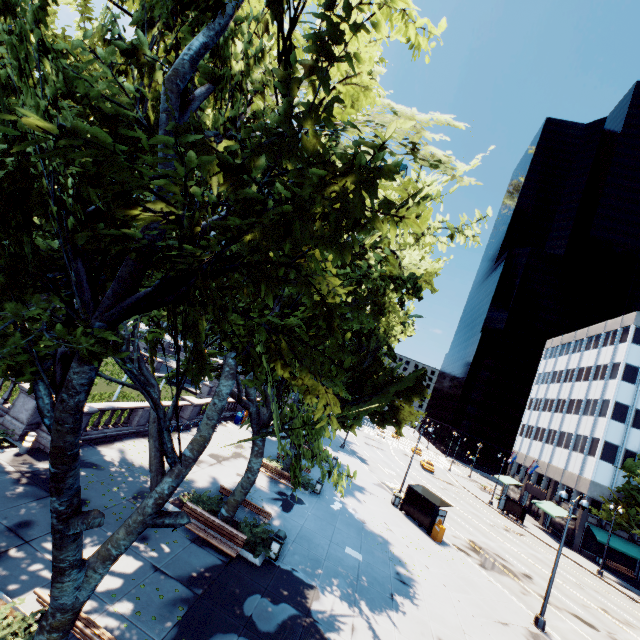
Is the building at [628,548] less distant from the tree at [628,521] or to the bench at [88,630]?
the tree at [628,521]

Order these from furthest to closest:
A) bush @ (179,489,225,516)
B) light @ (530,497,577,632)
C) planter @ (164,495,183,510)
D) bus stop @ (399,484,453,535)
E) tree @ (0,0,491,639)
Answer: bus stop @ (399,484,453,535)
light @ (530,497,577,632)
bush @ (179,489,225,516)
planter @ (164,495,183,510)
tree @ (0,0,491,639)

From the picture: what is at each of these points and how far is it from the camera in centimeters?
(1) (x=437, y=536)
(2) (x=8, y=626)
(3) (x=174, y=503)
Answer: (1) box, 2342cm
(2) bush, 684cm
(3) planter, 1427cm

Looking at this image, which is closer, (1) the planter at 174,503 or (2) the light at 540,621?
(1) the planter at 174,503

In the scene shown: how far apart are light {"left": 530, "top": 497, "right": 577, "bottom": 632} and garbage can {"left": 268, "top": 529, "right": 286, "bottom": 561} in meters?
15.1 m

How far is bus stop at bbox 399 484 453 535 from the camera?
24.4m

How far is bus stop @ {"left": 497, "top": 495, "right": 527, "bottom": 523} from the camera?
43.16m

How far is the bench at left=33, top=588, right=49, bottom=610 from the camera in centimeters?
725cm
